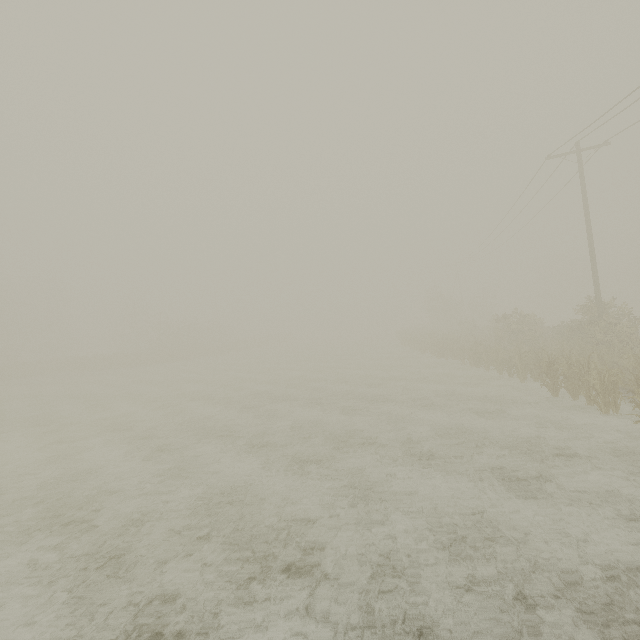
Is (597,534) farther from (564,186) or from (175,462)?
(564,186)
